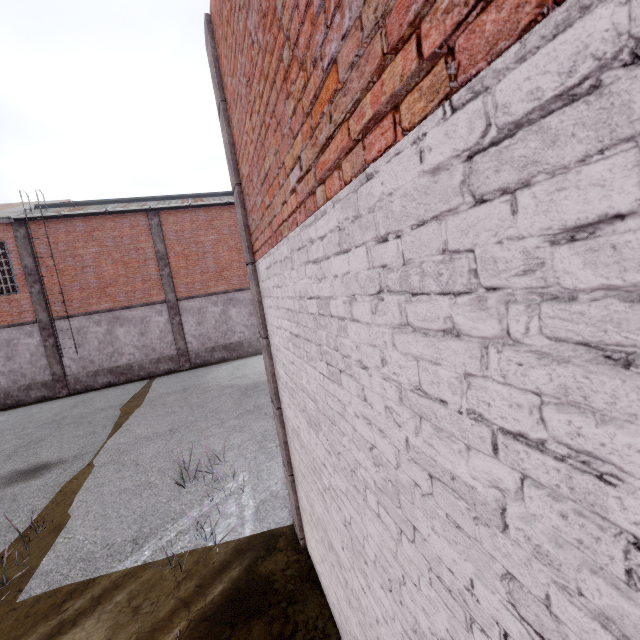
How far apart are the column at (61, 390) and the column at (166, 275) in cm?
531

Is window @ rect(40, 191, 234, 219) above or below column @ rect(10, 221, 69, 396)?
above

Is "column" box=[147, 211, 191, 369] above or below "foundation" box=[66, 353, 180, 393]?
above

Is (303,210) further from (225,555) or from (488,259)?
(225,555)

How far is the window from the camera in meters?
16.1 m

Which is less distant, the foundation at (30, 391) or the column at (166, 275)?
the foundation at (30, 391)

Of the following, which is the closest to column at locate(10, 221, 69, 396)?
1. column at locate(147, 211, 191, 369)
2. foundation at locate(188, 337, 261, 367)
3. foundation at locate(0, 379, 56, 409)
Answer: foundation at locate(0, 379, 56, 409)

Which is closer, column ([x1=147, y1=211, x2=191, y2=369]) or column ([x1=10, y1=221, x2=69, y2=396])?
column ([x1=10, y1=221, x2=69, y2=396])
